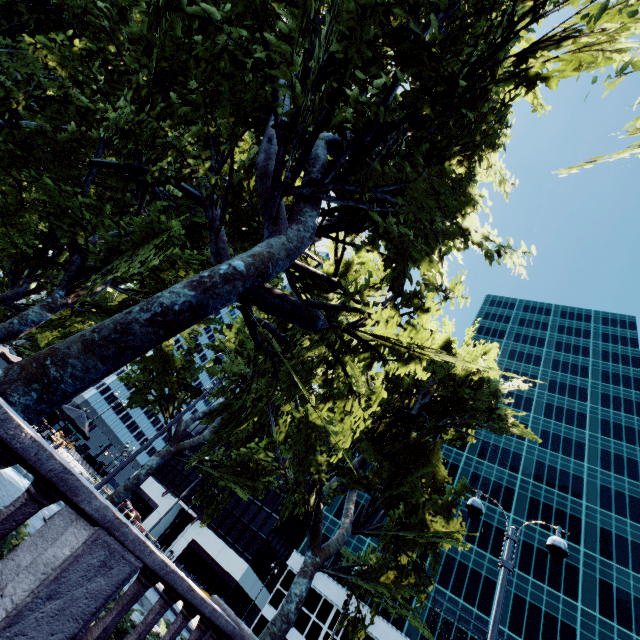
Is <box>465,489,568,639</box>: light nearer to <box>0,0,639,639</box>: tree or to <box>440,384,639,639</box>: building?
<box>0,0,639,639</box>: tree

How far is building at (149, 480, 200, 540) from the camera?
52.5 meters

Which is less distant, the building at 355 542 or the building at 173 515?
the building at 355 542

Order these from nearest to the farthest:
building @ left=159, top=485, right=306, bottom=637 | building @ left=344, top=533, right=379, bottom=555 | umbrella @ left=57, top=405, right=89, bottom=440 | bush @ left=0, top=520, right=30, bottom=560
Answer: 1. bush @ left=0, top=520, right=30, bottom=560
2. umbrella @ left=57, top=405, right=89, bottom=440
3. building @ left=159, top=485, right=306, bottom=637
4. building @ left=344, top=533, right=379, bottom=555

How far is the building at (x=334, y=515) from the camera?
47.56m

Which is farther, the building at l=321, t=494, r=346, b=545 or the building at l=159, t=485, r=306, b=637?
the building at l=321, t=494, r=346, b=545

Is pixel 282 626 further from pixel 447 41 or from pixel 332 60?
pixel 447 41

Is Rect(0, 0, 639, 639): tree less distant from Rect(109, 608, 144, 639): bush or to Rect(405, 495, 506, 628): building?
Rect(109, 608, 144, 639): bush
